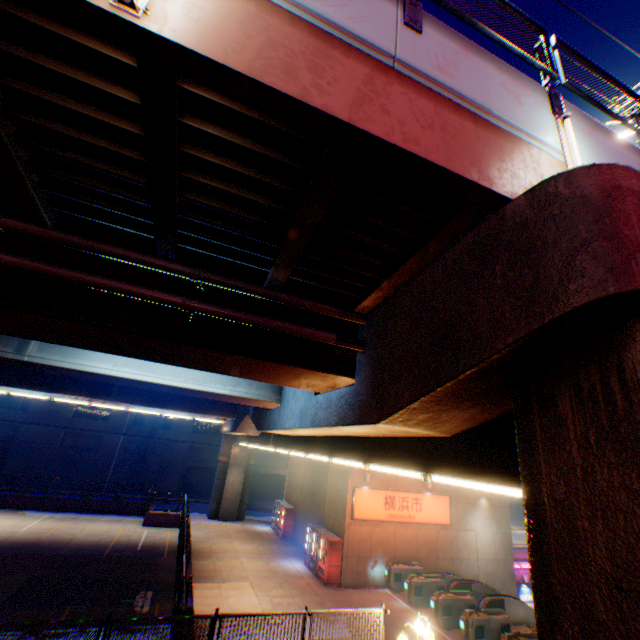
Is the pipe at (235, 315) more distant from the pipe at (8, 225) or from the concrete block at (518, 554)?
the concrete block at (518, 554)

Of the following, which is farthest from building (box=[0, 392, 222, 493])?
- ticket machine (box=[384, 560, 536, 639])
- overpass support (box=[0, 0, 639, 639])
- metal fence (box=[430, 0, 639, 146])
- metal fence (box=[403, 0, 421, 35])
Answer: metal fence (box=[403, 0, 421, 35])

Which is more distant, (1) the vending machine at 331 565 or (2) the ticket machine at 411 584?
(1) the vending machine at 331 565

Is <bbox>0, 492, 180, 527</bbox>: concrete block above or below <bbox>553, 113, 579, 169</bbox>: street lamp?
below

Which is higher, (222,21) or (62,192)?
(222,21)

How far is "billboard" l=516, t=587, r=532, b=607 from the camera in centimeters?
2455cm

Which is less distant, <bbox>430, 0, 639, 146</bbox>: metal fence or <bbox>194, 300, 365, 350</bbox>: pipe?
<bbox>430, 0, 639, 146</bbox>: metal fence

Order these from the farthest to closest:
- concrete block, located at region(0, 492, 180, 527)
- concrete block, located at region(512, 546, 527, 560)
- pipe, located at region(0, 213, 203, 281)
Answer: concrete block, located at region(512, 546, 527, 560) < concrete block, located at region(0, 492, 180, 527) < pipe, located at region(0, 213, 203, 281)
